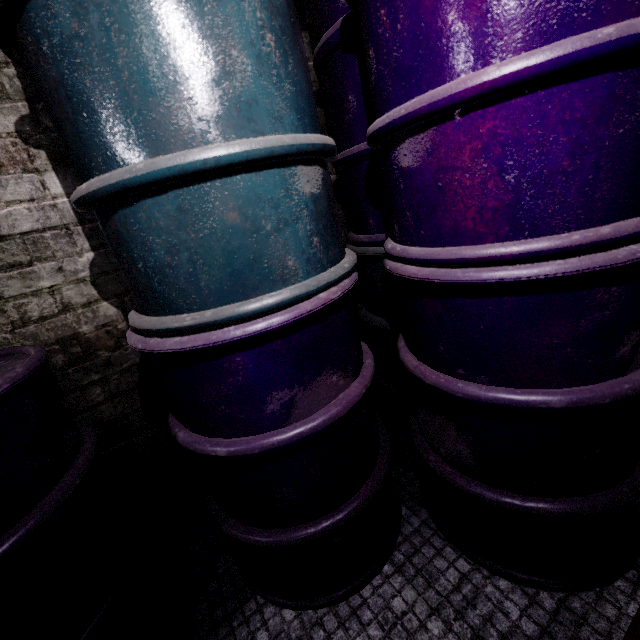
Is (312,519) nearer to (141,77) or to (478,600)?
(478,600)
